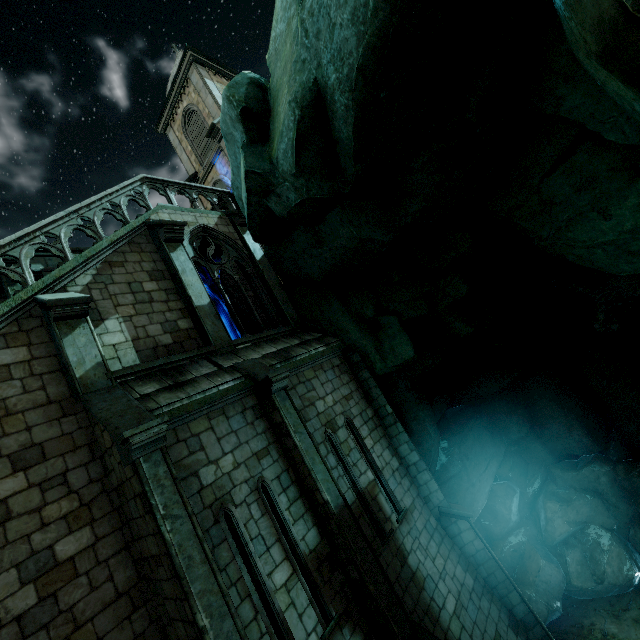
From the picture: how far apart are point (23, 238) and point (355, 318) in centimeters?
898cm
